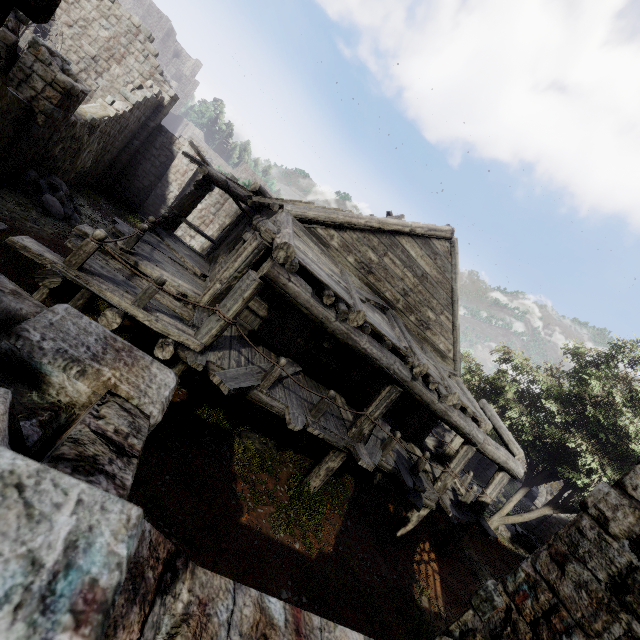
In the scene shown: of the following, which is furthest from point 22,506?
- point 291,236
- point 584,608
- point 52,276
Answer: point 291,236

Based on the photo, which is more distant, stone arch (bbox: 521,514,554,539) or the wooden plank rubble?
stone arch (bbox: 521,514,554,539)

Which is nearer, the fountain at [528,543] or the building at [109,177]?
the building at [109,177]

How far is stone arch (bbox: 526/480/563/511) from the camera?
25.00m

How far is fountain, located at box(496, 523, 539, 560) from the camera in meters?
18.0

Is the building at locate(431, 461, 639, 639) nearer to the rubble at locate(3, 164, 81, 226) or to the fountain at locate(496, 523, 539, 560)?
the rubble at locate(3, 164, 81, 226)

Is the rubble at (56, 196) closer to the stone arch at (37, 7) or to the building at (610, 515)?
the building at (610, 515)

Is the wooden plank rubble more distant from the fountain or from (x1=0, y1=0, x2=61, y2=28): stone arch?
the fountain
